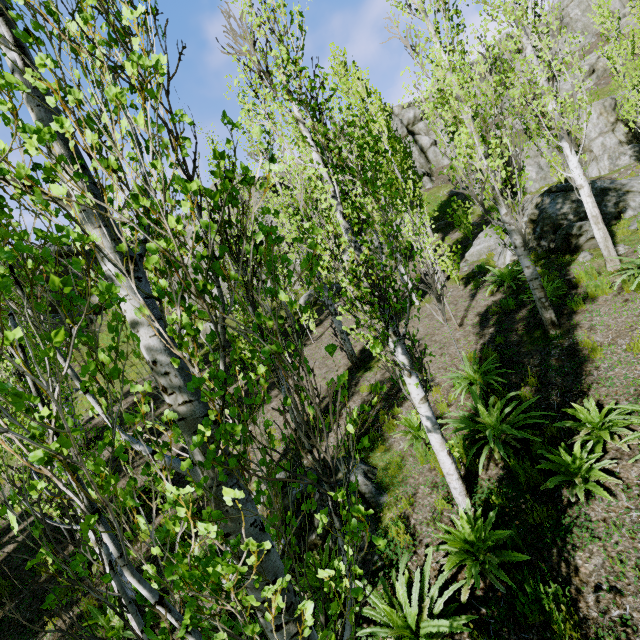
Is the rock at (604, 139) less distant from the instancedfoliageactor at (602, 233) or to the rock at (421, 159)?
the instancedfoliageactor at (602, 233)

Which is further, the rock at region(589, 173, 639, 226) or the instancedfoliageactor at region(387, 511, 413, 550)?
the rock at region(589, 173, 639, 226)

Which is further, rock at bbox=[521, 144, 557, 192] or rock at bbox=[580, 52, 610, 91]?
rock at bbox=[580, 52, 610, 91]

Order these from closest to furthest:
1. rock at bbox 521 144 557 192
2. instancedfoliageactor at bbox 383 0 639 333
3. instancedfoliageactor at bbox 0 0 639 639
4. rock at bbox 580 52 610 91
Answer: instancedfoliageactor at bbox 0 0 639 639, instancedfoliageactor at bbox 383 0 639 333, rock at bbox 521 144 557 192, rock at bbox 580 52 610 91

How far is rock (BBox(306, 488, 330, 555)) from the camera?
5.86m

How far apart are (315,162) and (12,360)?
4.9m

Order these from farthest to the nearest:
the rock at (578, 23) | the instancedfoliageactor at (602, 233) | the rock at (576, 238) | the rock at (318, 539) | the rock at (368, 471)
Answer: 1. the rock at (578, 23)
2. the rock at (576, 238)
3. the instancedfoliageactor at (602, 233)
4. the rock at (318, 539)
5. the rock at (368, 471)

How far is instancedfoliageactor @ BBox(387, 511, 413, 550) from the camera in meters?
5.2
